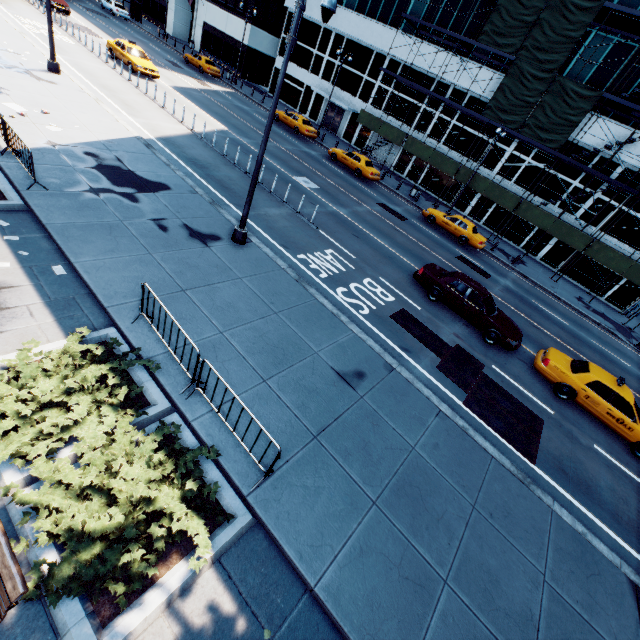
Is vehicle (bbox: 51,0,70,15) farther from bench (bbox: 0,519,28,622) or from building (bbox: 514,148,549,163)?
bench (bbox: 0,519,28,622)

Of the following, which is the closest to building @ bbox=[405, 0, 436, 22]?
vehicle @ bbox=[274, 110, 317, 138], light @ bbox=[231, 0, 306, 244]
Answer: vehicle @ bbox=[274, 110, 317, 138]

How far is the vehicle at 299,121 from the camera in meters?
30.6

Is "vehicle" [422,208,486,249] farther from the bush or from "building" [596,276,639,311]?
the bush

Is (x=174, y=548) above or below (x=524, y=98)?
below

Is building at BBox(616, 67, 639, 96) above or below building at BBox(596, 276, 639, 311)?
above

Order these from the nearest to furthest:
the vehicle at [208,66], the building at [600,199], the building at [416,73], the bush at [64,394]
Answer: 1. the bush at [64,394]
2. the building at [600,199]
3. the building at [416,73]
4. the vehicle at [208,66]

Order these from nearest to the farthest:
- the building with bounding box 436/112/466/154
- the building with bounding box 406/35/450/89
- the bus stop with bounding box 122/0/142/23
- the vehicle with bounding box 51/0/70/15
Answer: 1. the vehicle with bounding box 51/0/70/15
2. the building with bounding box 406/35/450/89
3. the building with bounding box 436/112/466/154
4. the bus stop with bounding box 122/0/142/23
